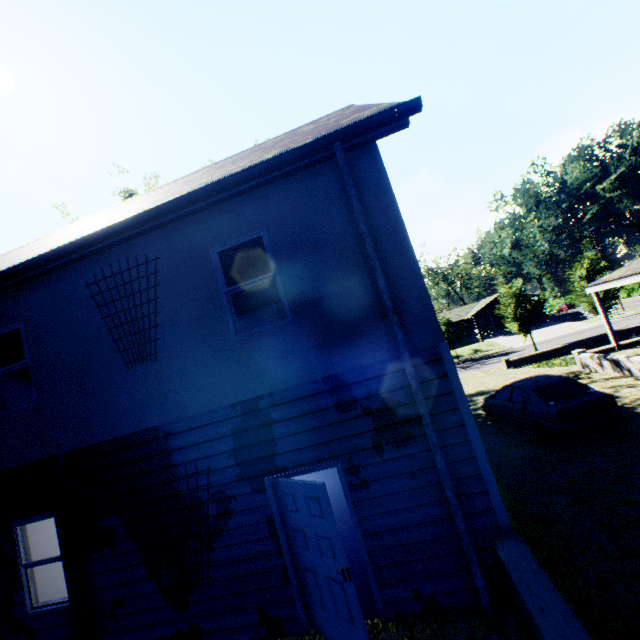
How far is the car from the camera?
8.6m

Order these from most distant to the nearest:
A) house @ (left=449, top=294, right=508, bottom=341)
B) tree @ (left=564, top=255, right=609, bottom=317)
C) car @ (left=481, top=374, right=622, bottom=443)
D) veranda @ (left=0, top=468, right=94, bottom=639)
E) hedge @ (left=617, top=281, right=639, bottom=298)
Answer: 1. hedge @ (left=617, top=281, right=639, bottom=298)
2. house @ (left=449, top=294, right=508, bottom=341)
3. tree @ (left=564, top=255, right=609, bottom=317)
4. car @ (left=481, top=374, right=622, bottom=443)
5. veranda @ (left=0, top=468, right=94, bottom=639)

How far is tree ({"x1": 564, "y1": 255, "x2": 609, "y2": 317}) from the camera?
27.77m

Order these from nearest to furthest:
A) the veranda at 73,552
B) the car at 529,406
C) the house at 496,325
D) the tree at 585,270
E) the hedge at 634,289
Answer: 1. the veranda at 73,552
2. the car at 529,406
3. the tree at 585,270
4. the house at 496,325
5. the hedge at 634,289

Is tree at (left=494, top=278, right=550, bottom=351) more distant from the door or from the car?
the door

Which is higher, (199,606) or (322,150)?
Answer: (322,150)

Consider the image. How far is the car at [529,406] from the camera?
8.62m
